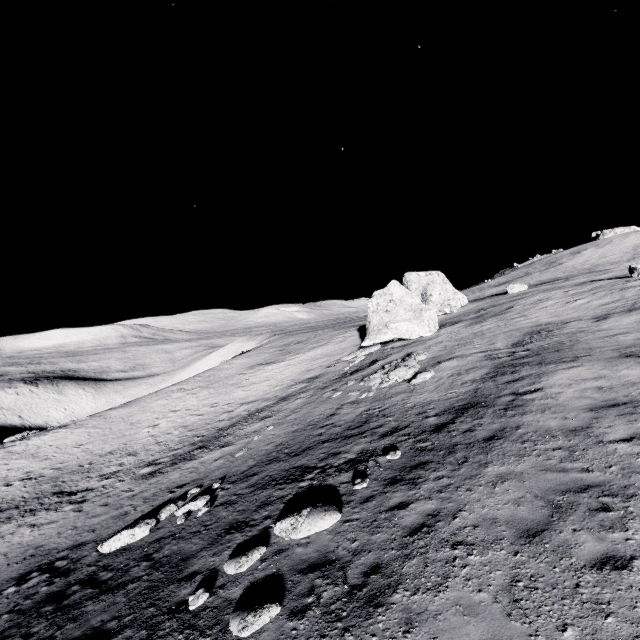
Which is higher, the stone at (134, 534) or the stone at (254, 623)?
the stone at (254, 623)

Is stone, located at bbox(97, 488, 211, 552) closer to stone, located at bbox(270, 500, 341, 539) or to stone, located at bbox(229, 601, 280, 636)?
stone, located at bbox(270, 500, 341, 539)

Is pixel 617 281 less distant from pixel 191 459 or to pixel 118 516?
pixel 191 459

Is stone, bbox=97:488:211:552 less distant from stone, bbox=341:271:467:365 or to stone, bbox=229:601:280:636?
stone, bbox=229:601:280:636

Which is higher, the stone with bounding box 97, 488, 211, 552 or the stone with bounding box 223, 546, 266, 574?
the stone with bounding box 223, 546, 266, 574

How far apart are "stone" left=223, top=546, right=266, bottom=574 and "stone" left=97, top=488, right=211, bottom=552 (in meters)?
6.35

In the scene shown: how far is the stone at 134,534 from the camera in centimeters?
1237cm

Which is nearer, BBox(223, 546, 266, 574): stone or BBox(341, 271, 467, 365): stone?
BBox(223, 546, 266, 574): stone
